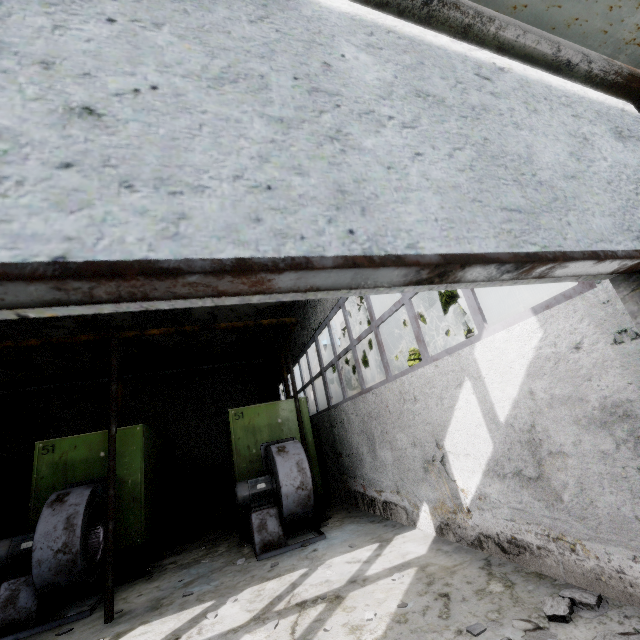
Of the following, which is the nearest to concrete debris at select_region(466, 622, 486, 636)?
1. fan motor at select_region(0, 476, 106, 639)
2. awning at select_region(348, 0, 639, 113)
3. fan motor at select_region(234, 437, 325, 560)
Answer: awning at select_region(348, 0, 639, 113)

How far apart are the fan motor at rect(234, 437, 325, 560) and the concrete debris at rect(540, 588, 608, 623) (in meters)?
3.98

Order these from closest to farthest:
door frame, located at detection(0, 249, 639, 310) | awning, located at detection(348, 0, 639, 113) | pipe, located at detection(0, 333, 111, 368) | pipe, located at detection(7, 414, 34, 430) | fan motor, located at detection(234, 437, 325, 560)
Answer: door frame, located at detection(0, 249, 639, 310), awning, located at detection(348, 0, 639, 113), pipe, located at detection(0, 333, 111, 368), fan motor, located at detection(234, 437, 325, 560), pipe, located at detection(7, 414, 34, 430)

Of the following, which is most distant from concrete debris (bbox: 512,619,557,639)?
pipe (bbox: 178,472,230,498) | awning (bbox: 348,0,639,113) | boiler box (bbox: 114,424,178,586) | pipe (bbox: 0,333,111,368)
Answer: pipe (bbox: 178,472,230,498)

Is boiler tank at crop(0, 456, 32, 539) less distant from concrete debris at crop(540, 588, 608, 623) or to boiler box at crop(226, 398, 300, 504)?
boiler box at crop(226, 398, 300, 504)

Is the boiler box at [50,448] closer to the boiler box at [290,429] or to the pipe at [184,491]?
the boiler box at [290,429]

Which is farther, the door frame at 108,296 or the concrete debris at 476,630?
the concrete debris at 476,630

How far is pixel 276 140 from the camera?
0.7m
